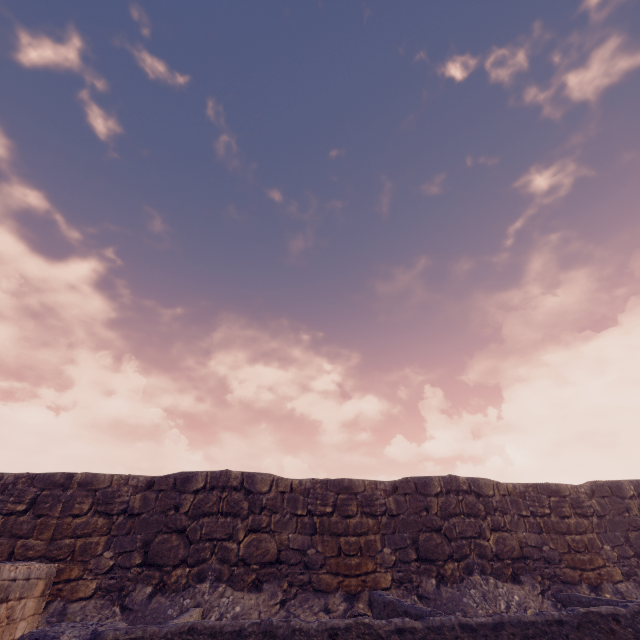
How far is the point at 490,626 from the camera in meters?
5.7
